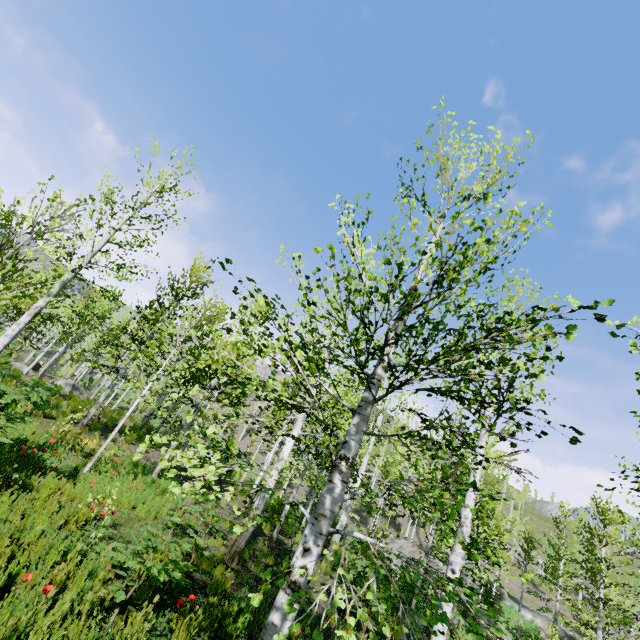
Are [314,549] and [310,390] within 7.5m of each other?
yes

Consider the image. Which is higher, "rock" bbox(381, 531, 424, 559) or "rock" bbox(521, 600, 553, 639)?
"rock" bbox(381, 531, 424, 559)

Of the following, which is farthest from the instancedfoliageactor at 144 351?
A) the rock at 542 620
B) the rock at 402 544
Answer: the rock at 402 544

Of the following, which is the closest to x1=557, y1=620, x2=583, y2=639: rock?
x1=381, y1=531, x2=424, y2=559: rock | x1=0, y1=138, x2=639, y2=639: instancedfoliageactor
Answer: x1=0, y1=138, x2=639, y2=639: instancedfoliageactor

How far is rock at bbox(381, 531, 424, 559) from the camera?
19.69m

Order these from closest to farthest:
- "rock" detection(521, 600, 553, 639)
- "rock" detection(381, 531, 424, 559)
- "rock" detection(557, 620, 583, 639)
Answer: "rock" detection(381, 531, 424, 559) → "rock" detection(557, 620, 583, 639) → "rock" detection(521, 600, 553, 639)

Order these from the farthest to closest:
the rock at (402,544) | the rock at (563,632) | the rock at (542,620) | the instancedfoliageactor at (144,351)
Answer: the rock at (542,620) → the rock at (563,632) → the rock at (402,544) → the instancedfoliageactor at (144,351)
